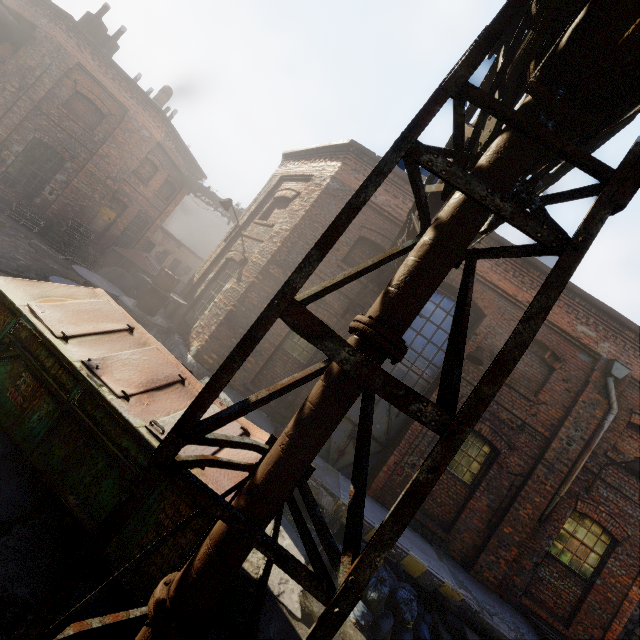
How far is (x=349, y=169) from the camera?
9.1 meters

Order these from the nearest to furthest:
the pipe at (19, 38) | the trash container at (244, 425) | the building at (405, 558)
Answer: the trash container at (244, 425) < the building at (405, 558) < the pipe at (19, 38)

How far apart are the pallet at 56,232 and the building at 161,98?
8.70m

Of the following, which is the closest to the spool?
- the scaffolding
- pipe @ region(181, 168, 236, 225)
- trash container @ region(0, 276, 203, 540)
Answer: trash container @ region(0, 276, 203, 540)

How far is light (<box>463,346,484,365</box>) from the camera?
7.57m

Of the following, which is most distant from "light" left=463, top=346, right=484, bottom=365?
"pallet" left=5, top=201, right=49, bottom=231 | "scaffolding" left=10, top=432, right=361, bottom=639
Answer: "pallet" left=5, top=201, right=49, bottom=231

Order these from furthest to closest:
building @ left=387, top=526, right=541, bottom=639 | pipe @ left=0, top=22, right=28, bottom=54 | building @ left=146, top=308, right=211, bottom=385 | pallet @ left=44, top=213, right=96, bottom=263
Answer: pallet @ left=44, top=213, right=96, bottom=263
pipe @ left=0, top=22, right=28, bottom=54
building @ left=146, top=308, right=211, bottom=385
building @ left=387, top=526, right=541, bottom=639

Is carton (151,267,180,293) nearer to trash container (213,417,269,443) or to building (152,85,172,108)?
trash container (213,417,269,443)
